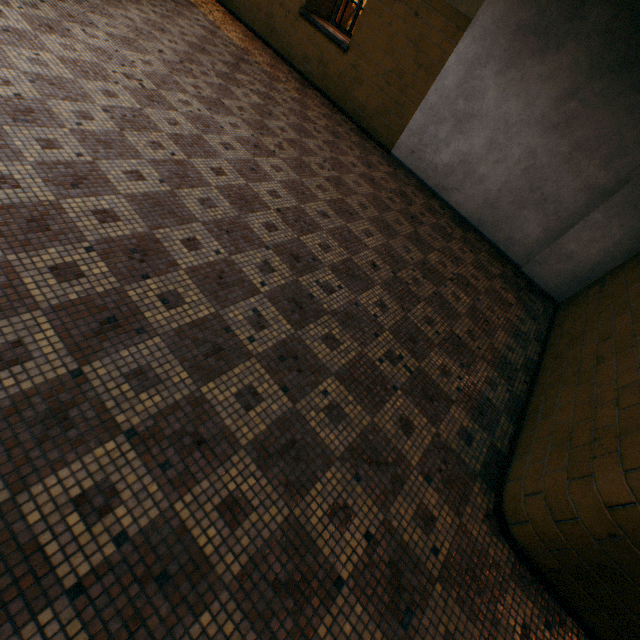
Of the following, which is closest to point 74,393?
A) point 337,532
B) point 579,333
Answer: point 337,532
